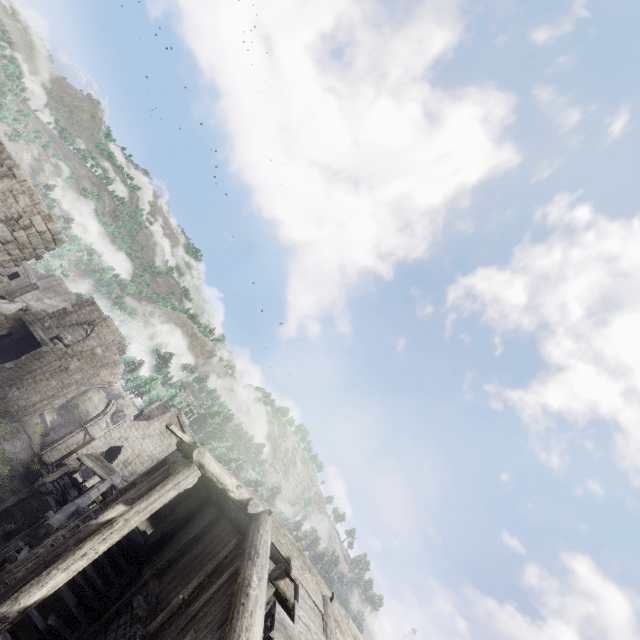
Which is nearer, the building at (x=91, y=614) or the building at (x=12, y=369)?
the building at (x=91, y=614)

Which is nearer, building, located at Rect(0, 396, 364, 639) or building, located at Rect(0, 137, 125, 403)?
building, located at Rect(0, 396, 364, 639)

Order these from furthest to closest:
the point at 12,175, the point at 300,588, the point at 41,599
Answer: the point at 12,175
the point at 300,588
the point at 41,599
